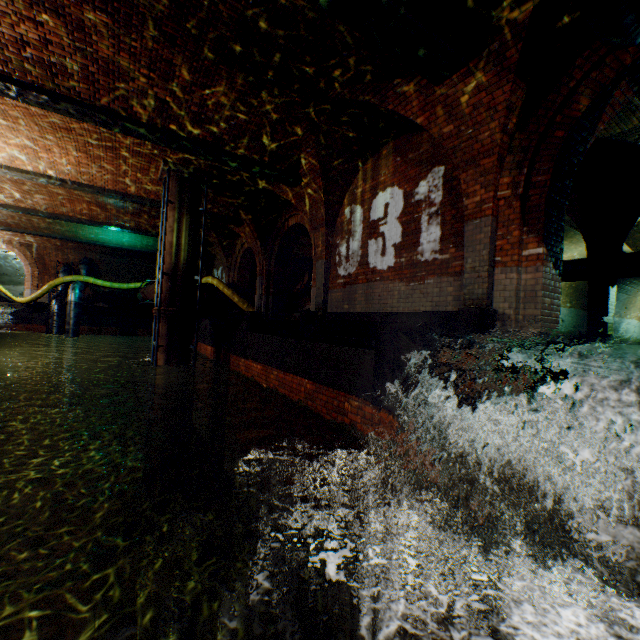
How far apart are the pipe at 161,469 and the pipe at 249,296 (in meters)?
7.69

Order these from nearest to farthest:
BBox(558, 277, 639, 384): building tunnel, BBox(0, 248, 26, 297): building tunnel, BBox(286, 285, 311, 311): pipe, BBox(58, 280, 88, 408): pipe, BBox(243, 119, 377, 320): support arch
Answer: BBox(558, 277, 639, 384): building tunnel → BBox(243, 119, 377, 320): support arch → BBox(58, 280, 88, 408): pipe → BBox(286, 285, 311, 311): pipe → BBox(0, 248, 26, 297): building tunnel

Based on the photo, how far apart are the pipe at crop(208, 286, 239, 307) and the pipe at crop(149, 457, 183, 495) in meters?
7.7

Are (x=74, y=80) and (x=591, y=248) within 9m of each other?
no

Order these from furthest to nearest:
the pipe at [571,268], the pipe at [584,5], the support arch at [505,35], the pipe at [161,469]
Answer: the pipe at [161,469]
the pipe at [571,268]
the support arch at [505,35]
the pipe at [584,5]

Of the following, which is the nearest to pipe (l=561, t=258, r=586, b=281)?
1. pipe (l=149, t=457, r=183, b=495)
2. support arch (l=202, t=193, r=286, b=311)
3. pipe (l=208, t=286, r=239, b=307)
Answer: support arch (l=202, t=193, r=286, b=311)

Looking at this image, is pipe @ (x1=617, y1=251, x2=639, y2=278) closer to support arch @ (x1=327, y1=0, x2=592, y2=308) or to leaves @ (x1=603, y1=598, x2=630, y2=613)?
support arch @ (x1=327, y1=0, x2=592, y2=308)

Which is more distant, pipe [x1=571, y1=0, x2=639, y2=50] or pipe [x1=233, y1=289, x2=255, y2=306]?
pipe [x1=233, y1=289, x2=255, y2=306]
